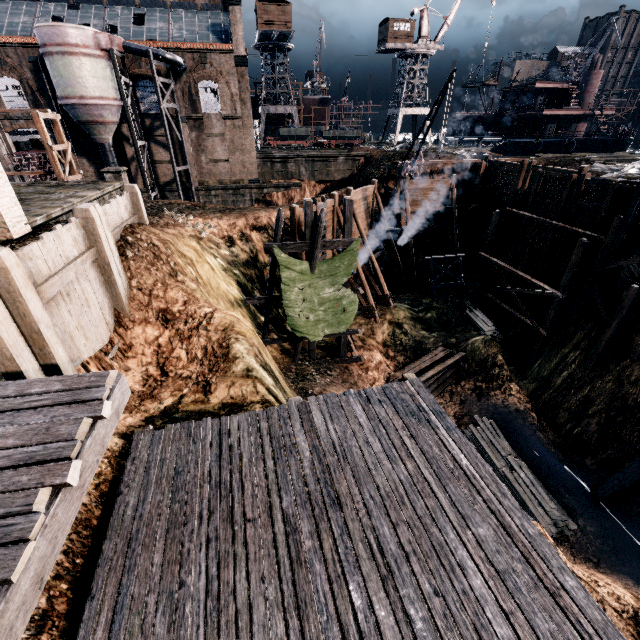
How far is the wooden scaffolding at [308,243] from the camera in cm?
1548

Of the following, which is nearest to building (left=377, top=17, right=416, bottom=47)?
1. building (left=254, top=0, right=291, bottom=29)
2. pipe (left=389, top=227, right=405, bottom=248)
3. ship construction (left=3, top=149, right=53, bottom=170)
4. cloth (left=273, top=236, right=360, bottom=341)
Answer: building (left=254, top=0, right=291, bottom=29)

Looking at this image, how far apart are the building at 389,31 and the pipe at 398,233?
40.43m

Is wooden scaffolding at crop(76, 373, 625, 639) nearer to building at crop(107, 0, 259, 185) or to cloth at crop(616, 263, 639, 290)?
building at crop(107, 0, 259, 185)

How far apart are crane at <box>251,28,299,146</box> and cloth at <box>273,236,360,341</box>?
51.1m

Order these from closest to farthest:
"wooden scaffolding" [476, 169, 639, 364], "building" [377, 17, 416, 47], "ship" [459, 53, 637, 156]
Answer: "wooden scaffolding" [476, 169, 639, 364]
"ship" [459, 53, 637, 156]
"building" [377, 17, 416, 47]

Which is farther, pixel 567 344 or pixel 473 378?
pixel 473 378

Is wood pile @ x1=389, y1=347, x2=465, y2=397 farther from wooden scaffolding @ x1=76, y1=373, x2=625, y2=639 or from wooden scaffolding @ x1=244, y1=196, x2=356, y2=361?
wooden scaffolding @ x1=76, y1=373, x2=625, y2=639
